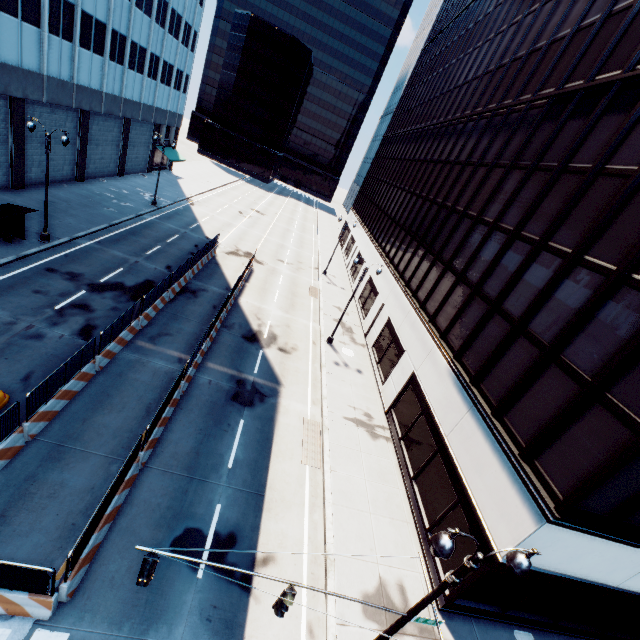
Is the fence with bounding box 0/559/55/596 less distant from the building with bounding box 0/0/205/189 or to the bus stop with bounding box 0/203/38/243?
the bus stop with bounding box 0/203/38/243

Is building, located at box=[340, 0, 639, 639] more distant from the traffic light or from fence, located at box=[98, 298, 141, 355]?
fence, located at box=[98, 298, 141, 355]

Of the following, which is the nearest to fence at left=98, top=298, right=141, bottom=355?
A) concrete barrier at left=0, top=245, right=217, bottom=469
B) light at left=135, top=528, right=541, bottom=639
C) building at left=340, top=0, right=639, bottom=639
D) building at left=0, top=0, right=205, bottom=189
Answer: concrete barrier at left=0, top=245, right=217, bottom=469

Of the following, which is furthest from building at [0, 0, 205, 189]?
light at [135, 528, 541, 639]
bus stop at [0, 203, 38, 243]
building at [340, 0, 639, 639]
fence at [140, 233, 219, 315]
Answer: building at [340, 0, 639, 639]

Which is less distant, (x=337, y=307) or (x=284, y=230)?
(x=337, y=307)

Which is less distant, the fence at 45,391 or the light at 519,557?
the light at 519,557

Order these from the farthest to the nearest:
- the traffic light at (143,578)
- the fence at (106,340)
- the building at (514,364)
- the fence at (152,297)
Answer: the fence at (152,297) → the fence at (106,340) → the building at (514,364) → the traffic light at (143,578)

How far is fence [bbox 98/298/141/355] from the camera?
14.74m
